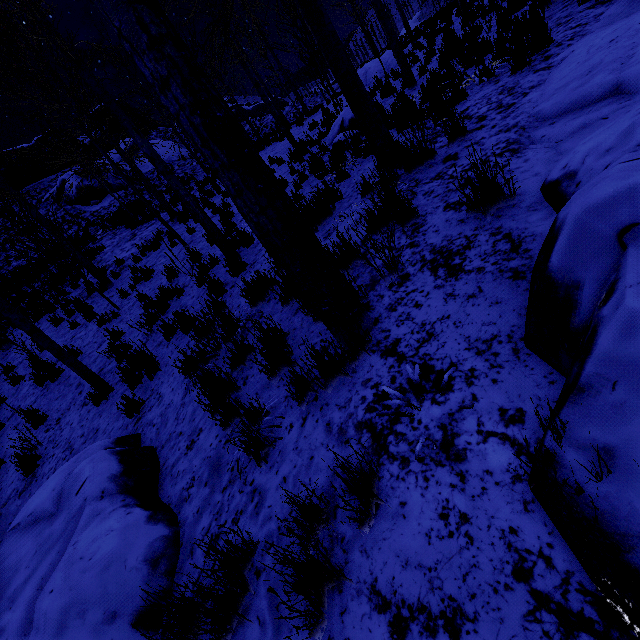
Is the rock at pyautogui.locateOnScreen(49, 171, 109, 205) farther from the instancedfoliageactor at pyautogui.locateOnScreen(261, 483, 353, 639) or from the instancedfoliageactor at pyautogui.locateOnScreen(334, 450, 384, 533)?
the instancedfoliageactor at pyautogui.locateOnScreen(261, 483, 353, 639)

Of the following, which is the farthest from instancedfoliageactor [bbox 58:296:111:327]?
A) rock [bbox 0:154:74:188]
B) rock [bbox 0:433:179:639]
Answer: rock [bbox 0:154:74:188]

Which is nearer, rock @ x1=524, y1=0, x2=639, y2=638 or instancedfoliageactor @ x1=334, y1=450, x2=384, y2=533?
rock @ x1=524, y1=0, x2=639, y2=638

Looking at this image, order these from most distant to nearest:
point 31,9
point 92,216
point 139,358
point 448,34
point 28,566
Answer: point 92,216
point 448,34
point 139,358
point 31,9
point 28,566

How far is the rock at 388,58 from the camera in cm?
1534

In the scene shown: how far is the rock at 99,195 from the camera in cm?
2330

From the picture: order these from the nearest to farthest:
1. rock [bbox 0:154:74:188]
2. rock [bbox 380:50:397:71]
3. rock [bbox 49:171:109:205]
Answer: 1. rock [bbox 380:50:397:71]
2. rock [bbox 49:171:109:205]
3. rock [bbox 0:154:74:188]

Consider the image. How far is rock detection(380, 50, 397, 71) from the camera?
15.3 meters
